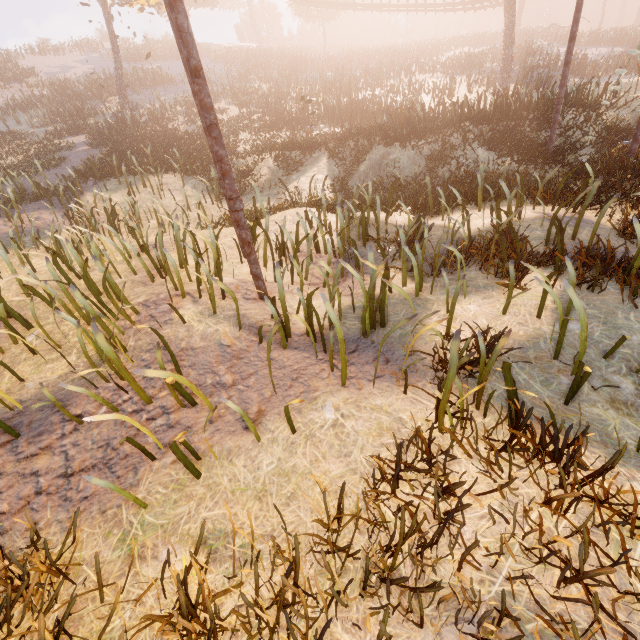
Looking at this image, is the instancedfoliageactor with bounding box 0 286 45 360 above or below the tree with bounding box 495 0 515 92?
below

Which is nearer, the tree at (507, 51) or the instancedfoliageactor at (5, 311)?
the instancedfoliageactor at (5, 311)

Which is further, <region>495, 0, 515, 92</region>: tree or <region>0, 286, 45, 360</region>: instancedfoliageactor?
<region>495, 0, 515, 92</region>: tree

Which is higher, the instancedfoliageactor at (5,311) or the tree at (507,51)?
the tree at (507,51)

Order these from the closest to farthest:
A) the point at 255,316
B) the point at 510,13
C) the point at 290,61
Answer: the point at 255,316 < the point at 510,13 < the point at 290,61
